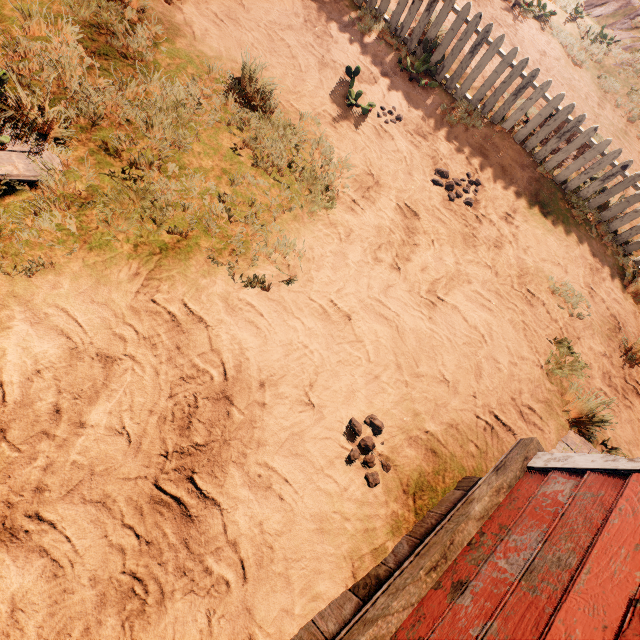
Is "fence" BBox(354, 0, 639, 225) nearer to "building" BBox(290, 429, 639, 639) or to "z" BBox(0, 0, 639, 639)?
"z" BBox(0, 0, 639, 639)

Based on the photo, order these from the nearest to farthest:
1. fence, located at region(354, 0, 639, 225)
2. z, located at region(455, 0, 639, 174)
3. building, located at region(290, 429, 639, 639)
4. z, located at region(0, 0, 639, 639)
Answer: building, located at region(290, 429, 639, 639) → z, located at region(0, 0, 639, 639) → fence, located at region(354, 0, 639, 225) → z, located at region(455, 0, 639, 174)

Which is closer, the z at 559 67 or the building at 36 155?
the building at 36 155

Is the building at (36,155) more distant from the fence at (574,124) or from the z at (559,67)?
the fence at (574,124)

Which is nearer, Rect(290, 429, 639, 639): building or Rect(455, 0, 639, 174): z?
Rect(290, 429, 639, 639): building

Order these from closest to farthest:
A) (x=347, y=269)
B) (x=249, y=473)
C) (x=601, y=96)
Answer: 1. (x=249, y=473)
2. (x=347, y=269)
3. (x=601, y=96)

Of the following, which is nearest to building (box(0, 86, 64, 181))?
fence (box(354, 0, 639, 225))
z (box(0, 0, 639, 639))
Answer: z (box(0, 0, 639, 639))
